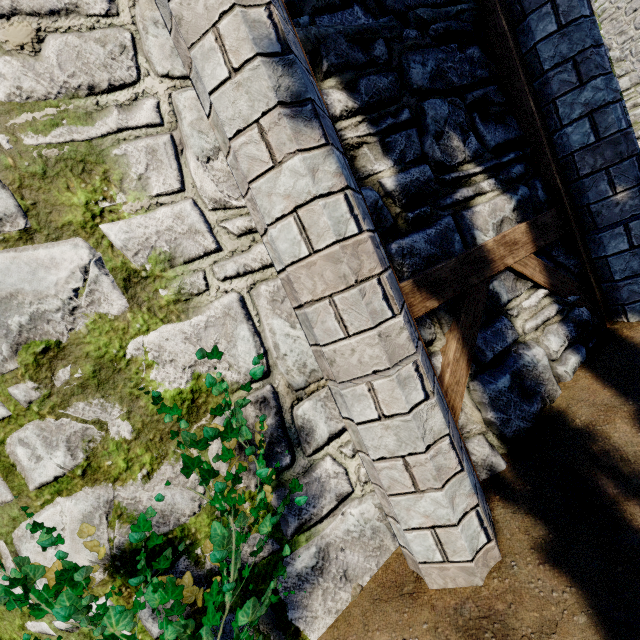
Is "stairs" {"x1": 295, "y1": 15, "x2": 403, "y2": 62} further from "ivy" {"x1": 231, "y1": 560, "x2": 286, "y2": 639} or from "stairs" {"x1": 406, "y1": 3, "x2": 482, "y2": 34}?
"ivy" {"x1": 231, "y1": 560, "x2": 286, "y2": 639}

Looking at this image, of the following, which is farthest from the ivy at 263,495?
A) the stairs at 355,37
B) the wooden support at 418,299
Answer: the stairs at 355,37

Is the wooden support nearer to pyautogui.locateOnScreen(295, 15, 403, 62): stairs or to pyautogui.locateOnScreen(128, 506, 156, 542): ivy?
pyautogui.locateOnScreen(295, 15, 403, 62): stairs

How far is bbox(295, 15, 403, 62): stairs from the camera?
2.33m

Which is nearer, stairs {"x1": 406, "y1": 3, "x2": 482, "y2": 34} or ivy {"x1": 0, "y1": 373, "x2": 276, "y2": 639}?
ivy {"x1": 0, "y1": 373, "x2": 276, "y2": 639}

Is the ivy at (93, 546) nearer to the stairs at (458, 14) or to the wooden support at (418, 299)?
the wooden support at (418, 299)

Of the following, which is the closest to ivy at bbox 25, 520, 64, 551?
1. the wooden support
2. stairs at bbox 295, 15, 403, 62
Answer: the wooden support

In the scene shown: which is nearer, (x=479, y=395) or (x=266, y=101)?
A: (x=266, y=101)
